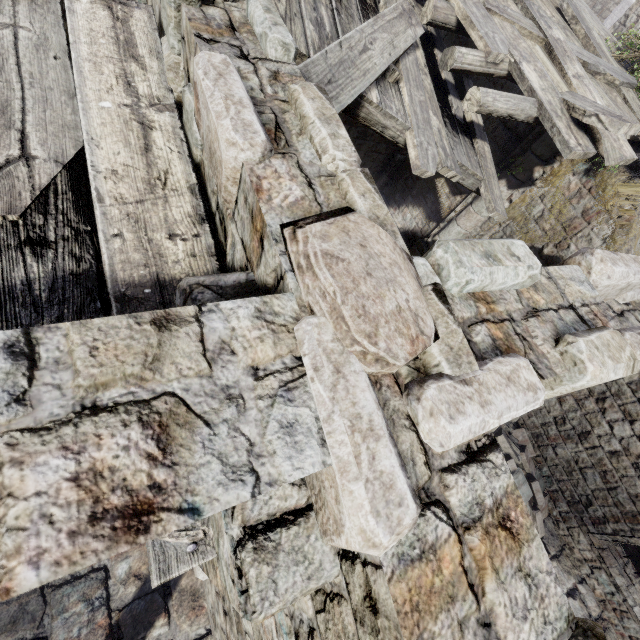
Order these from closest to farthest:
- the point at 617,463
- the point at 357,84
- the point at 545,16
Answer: the point at 357,84
the point at 545,16
the point at 617,463

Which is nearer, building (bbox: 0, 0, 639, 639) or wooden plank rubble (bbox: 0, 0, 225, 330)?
building (bbox: 0, 0, 639, 639)

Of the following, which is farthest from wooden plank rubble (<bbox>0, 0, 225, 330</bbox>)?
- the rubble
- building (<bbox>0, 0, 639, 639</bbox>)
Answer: the rubble

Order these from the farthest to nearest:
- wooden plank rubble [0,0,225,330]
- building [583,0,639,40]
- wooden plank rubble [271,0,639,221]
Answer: building [583,0,639,40], wooden plank rubble [271,0,639,221], wooden plank rubble [0,0,225,330]

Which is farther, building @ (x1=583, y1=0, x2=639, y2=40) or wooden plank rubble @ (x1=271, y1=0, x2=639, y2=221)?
building @ (x1=583, y1=0, x2=639, y2=40)

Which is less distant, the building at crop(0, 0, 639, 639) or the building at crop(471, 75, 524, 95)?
the building at crop(0, 0, 639, 639)

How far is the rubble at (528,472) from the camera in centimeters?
874cm

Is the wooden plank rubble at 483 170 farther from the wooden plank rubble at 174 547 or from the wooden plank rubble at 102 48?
the wooden plank rubble at 174 547
